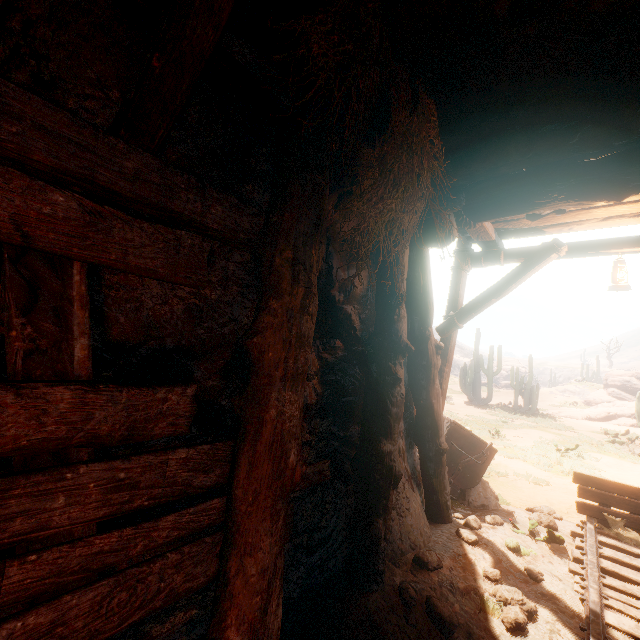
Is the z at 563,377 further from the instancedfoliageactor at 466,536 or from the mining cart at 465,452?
the instancedfoliageactor at 466,536

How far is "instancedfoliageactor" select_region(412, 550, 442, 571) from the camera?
3.51m

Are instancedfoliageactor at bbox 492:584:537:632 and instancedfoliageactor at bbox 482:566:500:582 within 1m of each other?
yes

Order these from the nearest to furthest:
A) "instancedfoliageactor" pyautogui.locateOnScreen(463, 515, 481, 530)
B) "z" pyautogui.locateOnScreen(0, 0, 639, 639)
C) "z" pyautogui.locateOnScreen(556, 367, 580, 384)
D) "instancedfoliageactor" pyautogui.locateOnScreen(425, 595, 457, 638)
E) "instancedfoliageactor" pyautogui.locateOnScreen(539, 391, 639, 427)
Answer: "z" pyautogui.locateOnScreen(0, 0, 639, 639) → "instancedfoliageactor" pyautogui.locateOnScreen(425, 595, 457, 638) → "instancedfoliageactor" pyautogui.locateOnScreen(463, 515, 481, 530) → "instancedfoliageactor" pyautogui.locateOnScreen(539, 391, 639, 427) → "z" pyautogui.locateOnScreen(556, 367, 580, 384)

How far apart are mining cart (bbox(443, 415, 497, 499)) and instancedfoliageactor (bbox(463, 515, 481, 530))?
0.7m

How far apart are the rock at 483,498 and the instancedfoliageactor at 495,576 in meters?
2.1 m

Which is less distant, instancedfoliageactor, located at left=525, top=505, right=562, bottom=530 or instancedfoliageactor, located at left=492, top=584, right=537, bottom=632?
instancedfoliageactor, located at left=492, top=584, right=537, bottom=632

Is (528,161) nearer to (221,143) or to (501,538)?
(221,143)
